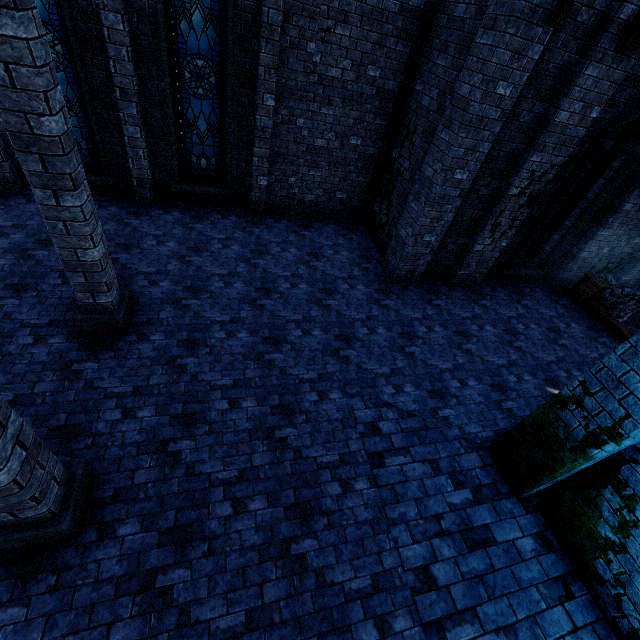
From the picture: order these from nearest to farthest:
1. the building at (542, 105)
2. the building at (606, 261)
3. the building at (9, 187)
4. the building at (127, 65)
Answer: the building at (542, 105) < the building at (127, 65) < the building at (9, 187) < the building at (606, 261)

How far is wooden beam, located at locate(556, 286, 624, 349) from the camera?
8.8m

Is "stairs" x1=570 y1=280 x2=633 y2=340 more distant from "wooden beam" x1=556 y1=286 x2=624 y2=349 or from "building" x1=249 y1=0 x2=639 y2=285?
"building" x1=249 y1=0 x2=639 y2=285

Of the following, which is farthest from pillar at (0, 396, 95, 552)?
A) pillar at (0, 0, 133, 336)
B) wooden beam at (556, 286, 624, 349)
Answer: wooden beam at (556, 286, 624, 349)

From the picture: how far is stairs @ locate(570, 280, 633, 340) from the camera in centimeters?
888cm

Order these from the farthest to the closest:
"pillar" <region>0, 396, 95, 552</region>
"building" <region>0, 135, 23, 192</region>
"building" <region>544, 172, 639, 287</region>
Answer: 1. "building" <region>544, 172, 639, 287</region>
2. "building" <region>0, 135, 23, 192</region>
3. "pillar" <region>0, 396, 95, 552</region>

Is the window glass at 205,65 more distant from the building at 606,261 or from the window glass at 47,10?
the window glass at 47,10

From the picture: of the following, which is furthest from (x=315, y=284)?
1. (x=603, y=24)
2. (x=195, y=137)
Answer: (x=603, y=24)
